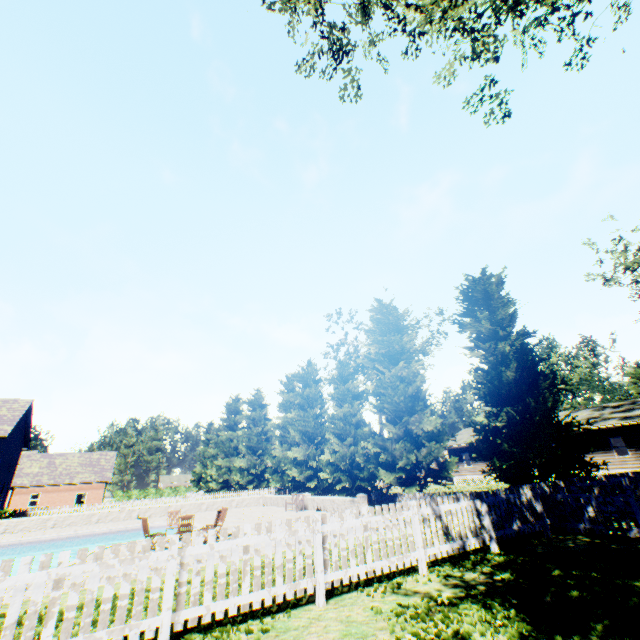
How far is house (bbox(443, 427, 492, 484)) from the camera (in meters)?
36.69

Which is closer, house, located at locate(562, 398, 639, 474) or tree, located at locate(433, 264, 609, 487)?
tree, located at locate(433, 264, 609, 487)

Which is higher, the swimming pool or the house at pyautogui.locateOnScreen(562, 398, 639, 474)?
the house at pyautogui.locateOnScreen(562, 398, 639, 474)

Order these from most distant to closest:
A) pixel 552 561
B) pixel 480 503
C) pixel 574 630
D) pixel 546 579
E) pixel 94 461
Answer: pixel 94 461 < pixel 480 503 < pixel 552 561 < pixel 546 579 < pixel 574 630

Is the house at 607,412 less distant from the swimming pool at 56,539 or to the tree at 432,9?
the tree at 432,9

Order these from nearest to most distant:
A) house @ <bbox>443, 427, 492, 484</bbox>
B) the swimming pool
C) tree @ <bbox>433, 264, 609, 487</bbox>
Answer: tree @ <bbox>433, 264, 609, 487</bbox>, the swimming pool, house @ <bbox>443, 427, 492, 484</bbox>

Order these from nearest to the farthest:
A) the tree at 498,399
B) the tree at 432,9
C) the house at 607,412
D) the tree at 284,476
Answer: the tree at 432,9 → the tree at 498,399 → the tree at 284,476 → the house at 607,412

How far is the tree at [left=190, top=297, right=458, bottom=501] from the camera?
19.0m
